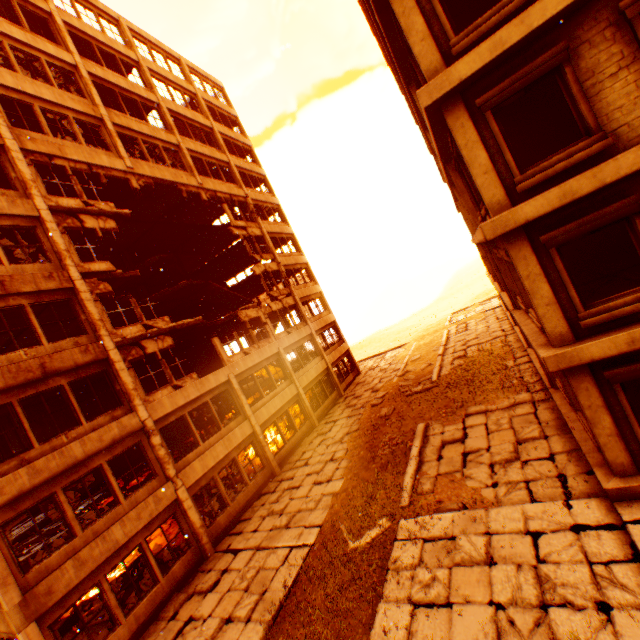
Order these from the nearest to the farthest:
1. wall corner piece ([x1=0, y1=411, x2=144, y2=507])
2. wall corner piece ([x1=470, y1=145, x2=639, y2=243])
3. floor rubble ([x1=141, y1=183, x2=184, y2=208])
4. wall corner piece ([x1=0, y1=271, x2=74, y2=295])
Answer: wall corner piece ([x1=470, y1=145, x2=639, y2=243]) → wall corner piece ([x1=0, y1=411, x2=144, y2=507]) → wall corner piece ([x1=0, y1=271, x2=74, y2=295]) → floor rubble ([x1=141, y1=183, x2=184, y2=208])

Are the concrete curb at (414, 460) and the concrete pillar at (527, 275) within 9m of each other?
yes

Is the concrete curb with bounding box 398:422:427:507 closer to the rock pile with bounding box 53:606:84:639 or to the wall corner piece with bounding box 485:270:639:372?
the wall corner piece with bounding box 485:270:639:372

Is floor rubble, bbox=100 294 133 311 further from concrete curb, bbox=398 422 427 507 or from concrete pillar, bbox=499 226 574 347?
concrete curb, bbox=398 422 427 507

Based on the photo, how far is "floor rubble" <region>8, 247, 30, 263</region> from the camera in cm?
1398

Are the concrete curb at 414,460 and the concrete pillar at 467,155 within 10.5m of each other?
yes

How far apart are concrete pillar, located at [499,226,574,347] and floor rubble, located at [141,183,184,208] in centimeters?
1903cm

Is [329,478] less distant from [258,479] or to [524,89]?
[258,479]
